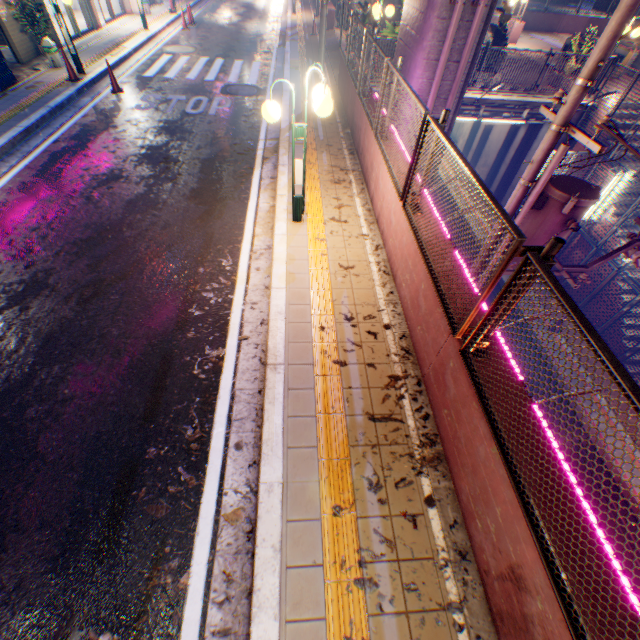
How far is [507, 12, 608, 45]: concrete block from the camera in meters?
18.6 m

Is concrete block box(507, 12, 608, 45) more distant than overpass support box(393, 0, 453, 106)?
Yes

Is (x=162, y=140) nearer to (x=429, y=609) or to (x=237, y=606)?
(x=237, y=606)

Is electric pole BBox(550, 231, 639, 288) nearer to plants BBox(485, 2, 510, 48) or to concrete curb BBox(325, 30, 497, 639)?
concrete curb BBox(325, 30, 497, 639)

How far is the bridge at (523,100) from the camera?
12.4 meters

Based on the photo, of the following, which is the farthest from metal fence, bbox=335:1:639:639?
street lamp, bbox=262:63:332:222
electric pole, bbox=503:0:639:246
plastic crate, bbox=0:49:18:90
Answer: plastic crate, bbox=0:49:18:90

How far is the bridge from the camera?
12.4m

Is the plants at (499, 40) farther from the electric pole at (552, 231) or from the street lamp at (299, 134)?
the street lamp at (299, 134)
